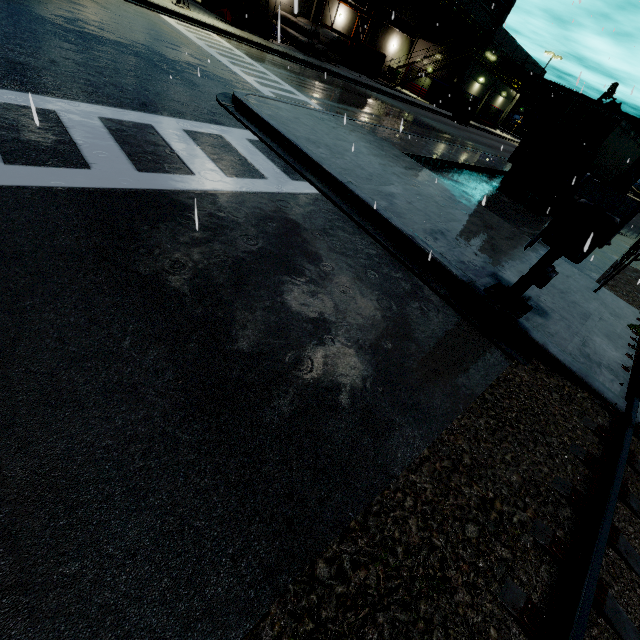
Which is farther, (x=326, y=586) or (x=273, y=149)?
(x=273, y=149)

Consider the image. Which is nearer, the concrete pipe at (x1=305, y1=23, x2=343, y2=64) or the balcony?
the concrete pipe at (x1=305, y1=23, x2=343, y2=64)

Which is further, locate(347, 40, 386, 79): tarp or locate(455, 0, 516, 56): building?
locate(455, 0, 516, 56): building

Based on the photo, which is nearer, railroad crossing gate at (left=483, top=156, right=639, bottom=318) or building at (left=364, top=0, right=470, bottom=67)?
railroad crossing gate at (left=483, top=156, right=639, bottom=318)

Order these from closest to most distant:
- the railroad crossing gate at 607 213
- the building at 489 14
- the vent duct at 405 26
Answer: the railroad crossing gate at 607 213
the vent duct at 405 26
the building at 489 14

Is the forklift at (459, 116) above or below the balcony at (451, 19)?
below

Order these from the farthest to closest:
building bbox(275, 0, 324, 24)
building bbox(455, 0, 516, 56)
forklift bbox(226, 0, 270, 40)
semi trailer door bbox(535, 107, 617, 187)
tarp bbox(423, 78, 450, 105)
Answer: building bbox(455, 0, 516, 56) < tarp bbox(423, 78, 450, 105) < building bbox(275, 0, 324, 24) < forklift bbox(226, 0, 270, 40) < semi trailer door bbox(535, 107, 617, 187)

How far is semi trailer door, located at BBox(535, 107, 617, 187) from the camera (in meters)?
12.20
